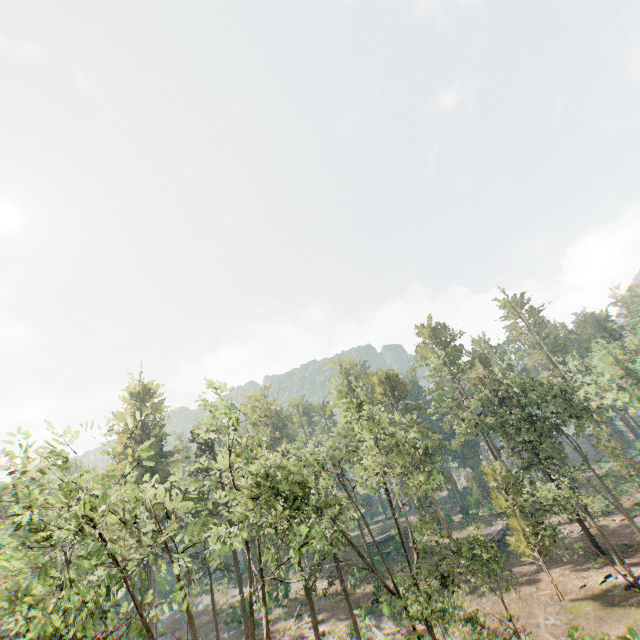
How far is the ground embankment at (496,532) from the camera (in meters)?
42.12

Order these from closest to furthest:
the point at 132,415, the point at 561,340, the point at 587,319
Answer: the point at 132,415 → the point at 587,319 → the point at 561,340

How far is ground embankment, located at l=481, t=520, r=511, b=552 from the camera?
42.12m

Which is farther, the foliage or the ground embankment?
the ground embankment

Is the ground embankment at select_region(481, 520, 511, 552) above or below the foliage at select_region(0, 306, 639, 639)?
below

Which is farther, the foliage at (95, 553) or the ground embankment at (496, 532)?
the ground embankment at (496, 532)
